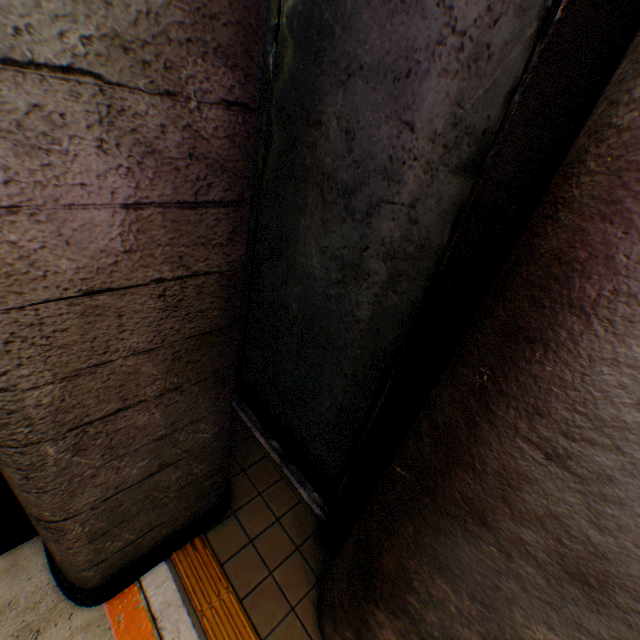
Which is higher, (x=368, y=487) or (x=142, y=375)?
(x=142, y=375)

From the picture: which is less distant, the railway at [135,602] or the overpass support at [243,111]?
the overpass support at [243,111]

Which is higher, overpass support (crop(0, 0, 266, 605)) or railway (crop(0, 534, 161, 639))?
overpass support (crop(0, 0, 266, 605))

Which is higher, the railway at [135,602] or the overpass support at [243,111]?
the overpass support at [243,111]

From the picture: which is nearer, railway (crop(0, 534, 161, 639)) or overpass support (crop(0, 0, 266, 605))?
overpass support (crop(0, 0, 266, 605))
